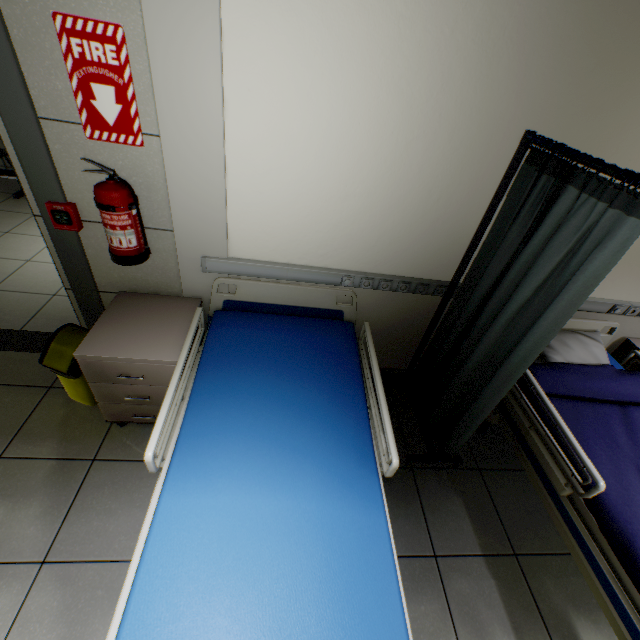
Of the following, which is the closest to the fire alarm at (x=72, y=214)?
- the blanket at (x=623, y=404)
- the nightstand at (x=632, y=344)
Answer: the blanket at (x=623, y=404)

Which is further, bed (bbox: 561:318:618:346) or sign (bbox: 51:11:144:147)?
bed (bbox: 561:318:618:346)

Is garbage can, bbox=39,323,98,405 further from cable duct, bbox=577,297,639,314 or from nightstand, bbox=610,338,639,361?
nightstand, bbox=610,338,639,361

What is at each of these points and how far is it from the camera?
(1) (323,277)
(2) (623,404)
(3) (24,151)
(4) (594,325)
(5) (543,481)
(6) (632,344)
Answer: (1) cable duct, 2.05m
(2) blanket, 2.06m
(3) door, 1.53m
(4) bed, 2.36m
(5) bed, 1.82m
(6) nightstand, 2.52m

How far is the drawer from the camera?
1.71m

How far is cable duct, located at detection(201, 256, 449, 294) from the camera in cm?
196

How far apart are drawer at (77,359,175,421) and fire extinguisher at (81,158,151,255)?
0.6 meters

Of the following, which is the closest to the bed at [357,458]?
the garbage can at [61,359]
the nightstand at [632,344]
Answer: the garbage can at [61,359]
